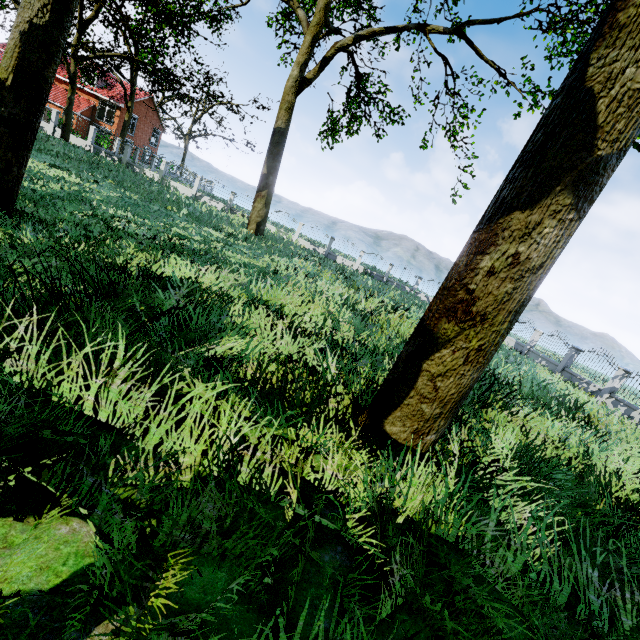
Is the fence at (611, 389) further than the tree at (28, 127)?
Yes

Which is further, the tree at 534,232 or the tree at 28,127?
the tree at 28,127

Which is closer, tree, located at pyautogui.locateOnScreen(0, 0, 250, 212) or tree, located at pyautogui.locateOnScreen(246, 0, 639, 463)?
tree, located at pyautogui.locateOnScreen(246, 0, 639, 463)

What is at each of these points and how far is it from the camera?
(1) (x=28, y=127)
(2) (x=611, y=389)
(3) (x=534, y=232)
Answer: (1) tree, 5.8 meters
(2) fence, 15.8 meters
(3) tree, 3.1 meters

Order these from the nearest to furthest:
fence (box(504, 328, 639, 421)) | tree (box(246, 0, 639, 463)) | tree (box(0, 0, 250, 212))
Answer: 1. tree (box(246, 0, 639, 463))
2. tree (box(0, 0, 250, 212))
3. fence (box(504, 328, 639, 421))

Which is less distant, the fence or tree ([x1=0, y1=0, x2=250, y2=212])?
tree ([x1=0, y1=0, x2=250, y2=212])
